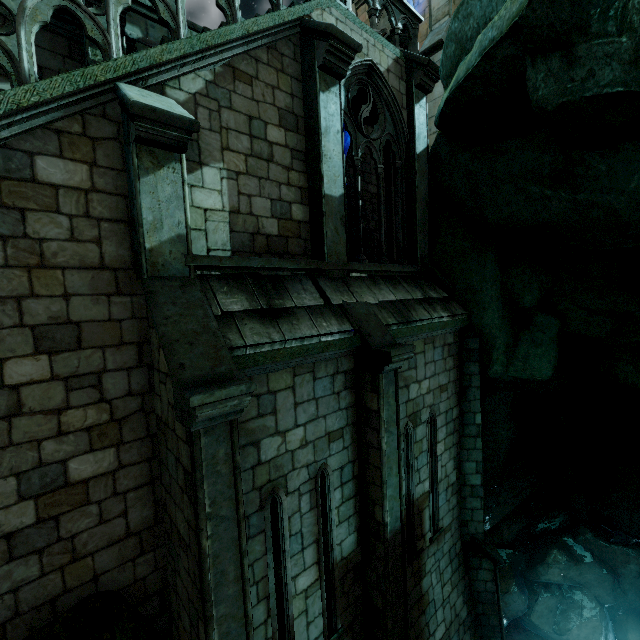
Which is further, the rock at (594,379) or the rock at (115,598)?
the rock at (594,379)

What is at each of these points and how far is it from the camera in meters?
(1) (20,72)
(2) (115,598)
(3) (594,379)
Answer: (1) building, 3.5
(2) rock, 4.2
(3) rock, 11.3

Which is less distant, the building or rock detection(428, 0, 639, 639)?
the building

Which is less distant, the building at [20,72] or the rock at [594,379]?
the building at [20,72]

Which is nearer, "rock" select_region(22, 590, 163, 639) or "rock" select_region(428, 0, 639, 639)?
"rock" select_region(22, 590, 163, 639)
